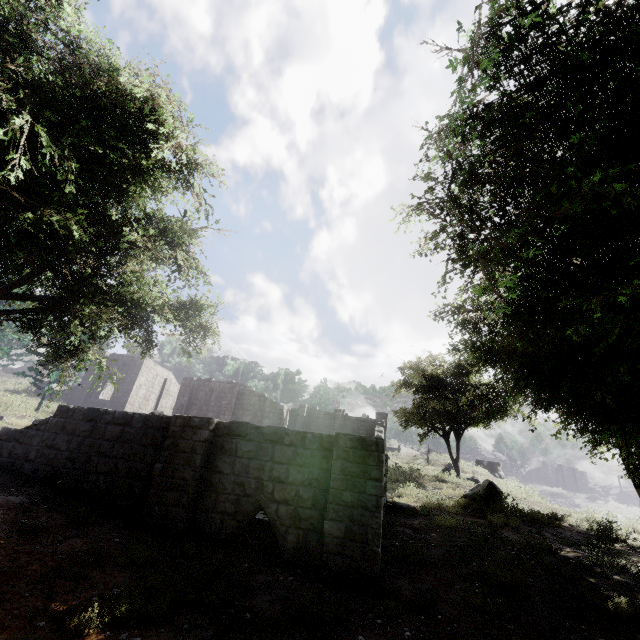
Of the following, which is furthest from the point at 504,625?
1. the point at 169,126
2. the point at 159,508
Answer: the point at 169,126
